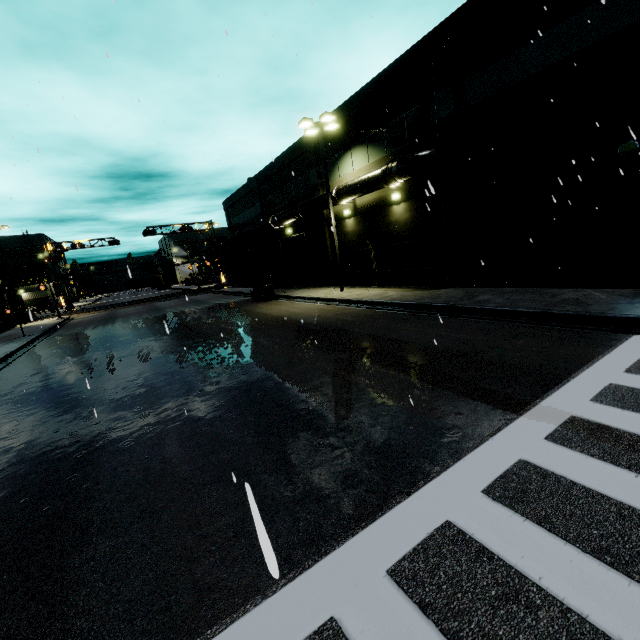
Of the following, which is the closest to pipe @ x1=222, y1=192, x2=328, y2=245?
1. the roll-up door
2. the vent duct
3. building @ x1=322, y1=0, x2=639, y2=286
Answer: building @ x1=322, y1=0, x2=639, y2=286

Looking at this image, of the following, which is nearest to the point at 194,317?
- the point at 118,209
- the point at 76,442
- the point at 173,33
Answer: the point at 118,209

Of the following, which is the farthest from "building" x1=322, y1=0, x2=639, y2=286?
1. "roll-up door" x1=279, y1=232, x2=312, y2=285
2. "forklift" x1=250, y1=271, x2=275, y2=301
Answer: "forklift" x1=250, y1=271, x2=275, y2=301

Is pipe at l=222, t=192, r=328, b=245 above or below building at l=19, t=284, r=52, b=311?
above

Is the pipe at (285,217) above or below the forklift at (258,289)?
above

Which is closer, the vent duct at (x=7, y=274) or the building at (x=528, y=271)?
the building at (x=528, y=271)

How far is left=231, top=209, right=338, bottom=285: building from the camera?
23.83m

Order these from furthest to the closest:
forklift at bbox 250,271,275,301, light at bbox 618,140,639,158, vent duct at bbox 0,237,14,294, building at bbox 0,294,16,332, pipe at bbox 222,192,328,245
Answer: vent duct at bbox 0,237,14,294 → building at bbox 0,294,16,332 → forklift at bbox 250,271,275,301 → pipe at bbox 222,192,328,245 → light at bbox 618,140,639,158
